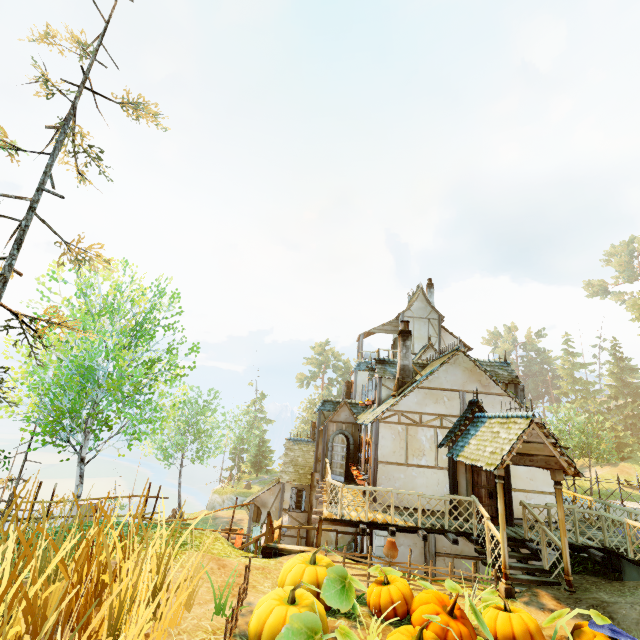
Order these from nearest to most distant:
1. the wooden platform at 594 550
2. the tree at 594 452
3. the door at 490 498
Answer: the wooden platform at 594 550
the door at 490 498
the tree at 594 452

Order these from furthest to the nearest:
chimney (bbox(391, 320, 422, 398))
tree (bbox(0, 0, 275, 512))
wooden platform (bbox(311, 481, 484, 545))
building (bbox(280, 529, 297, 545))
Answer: building (bbox(280, 529, 297, 545))
chimney (bbox(391, 320, 422, 398))
wooden platform (bbox(311, 481, 484, 545))
tree (bbox(0, 0, 275, 512))

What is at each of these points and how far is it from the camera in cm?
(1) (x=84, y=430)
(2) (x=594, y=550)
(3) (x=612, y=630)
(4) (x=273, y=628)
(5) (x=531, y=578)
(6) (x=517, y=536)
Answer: (1) tree, 1202
(2) wooden platform, 984
(3) crow, 573
(4) pumpkin, 452
(5) stairs, 885
(6) wooden platform, 1023

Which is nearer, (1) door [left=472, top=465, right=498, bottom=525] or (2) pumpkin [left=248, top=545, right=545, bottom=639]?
(2) pumpkin [left=248, top=545, right=545, bottom=639]

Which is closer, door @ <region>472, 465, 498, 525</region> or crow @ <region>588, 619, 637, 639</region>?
crow @ <region>588, 619, 637, 639</region>

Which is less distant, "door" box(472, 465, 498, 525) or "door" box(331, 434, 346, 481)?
"door" box(472, 465, 498, 525)

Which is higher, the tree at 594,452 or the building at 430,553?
the tree at 594,452

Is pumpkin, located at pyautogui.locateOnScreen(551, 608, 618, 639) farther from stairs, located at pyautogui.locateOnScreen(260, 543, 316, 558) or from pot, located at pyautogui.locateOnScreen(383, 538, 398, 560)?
stairs, located at pyautogui.locateOnScreen(260, 543, 316, 558)
